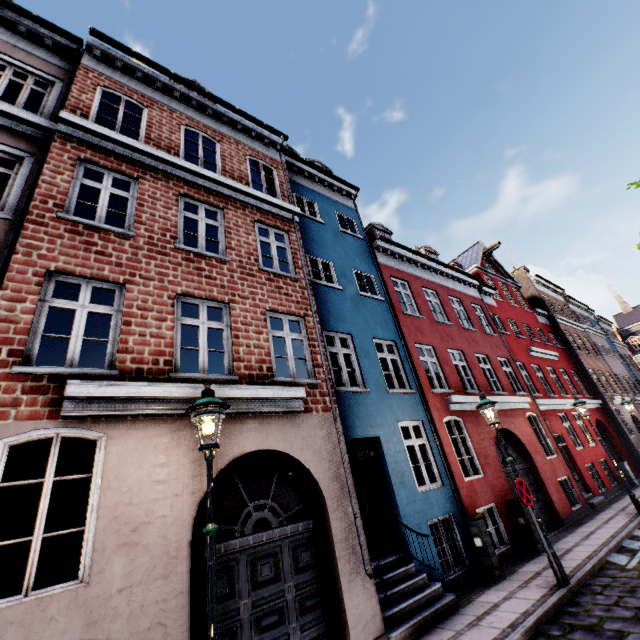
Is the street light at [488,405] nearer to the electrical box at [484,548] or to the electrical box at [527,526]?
the electrical box at [484,548]

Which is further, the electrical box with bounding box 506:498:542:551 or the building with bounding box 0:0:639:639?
the electrical box with bounding box 506:498:542:551

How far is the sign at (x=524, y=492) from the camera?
6.86m

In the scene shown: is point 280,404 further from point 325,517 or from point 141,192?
point 141,192

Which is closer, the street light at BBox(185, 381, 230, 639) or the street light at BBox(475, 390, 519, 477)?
the street light at BBox(185, 381, 230, 639)

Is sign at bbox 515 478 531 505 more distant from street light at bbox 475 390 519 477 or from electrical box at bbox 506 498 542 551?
electrical box at bbox 506 498 542 551

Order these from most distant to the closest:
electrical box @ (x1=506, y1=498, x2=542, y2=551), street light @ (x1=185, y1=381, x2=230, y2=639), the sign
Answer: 1. electrical box @ (x1=506, y1=498, x2=542, y2=551)
2. the sign
3. street light @ (x1=185, y1=381, x2=230, y2=639)

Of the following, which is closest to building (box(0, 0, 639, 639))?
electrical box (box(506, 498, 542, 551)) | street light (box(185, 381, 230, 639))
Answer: electrical box (box(506, 498, 542, 551))
